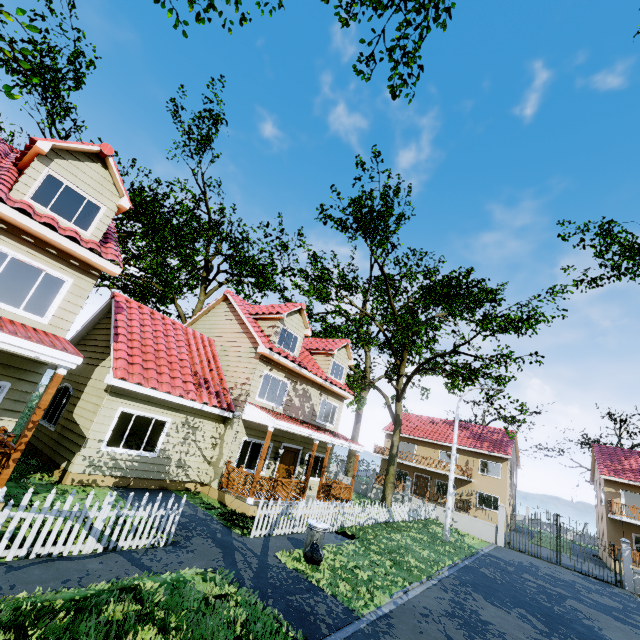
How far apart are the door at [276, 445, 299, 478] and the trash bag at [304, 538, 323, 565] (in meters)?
6.56

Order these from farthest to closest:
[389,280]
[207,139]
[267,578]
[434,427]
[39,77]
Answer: [434,427] < [207,139] < [389,280] < [39,77] < [267,578]

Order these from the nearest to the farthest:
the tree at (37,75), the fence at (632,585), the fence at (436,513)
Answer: the tree at (37,75) → the fence at (436,513) → the fence at (632,585)

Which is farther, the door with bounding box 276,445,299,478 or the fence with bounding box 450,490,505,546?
the fence with bounding box 450,490,505,546

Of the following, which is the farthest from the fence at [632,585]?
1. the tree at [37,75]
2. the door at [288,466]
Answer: the door at [288,466]

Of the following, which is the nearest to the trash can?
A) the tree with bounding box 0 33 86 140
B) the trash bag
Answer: the trash bag

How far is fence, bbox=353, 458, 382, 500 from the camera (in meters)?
27.26

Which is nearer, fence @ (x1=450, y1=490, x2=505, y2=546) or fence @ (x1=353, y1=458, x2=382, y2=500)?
fence @ (x1=450, y1=490, x2=505, y2=546)
